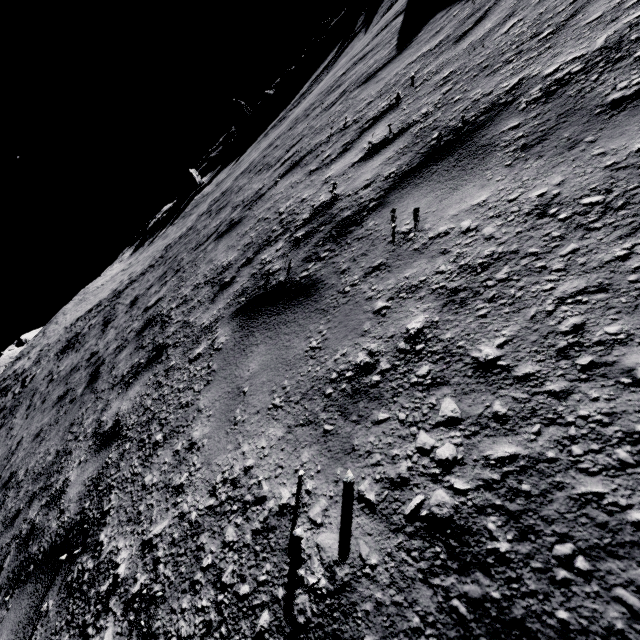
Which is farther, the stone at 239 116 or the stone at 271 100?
the stone at 239 116

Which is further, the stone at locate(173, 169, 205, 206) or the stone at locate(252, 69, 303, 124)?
the stone at locate(173, 169, 205, 206)

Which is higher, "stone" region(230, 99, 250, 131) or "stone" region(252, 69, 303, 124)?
→ "stone" region(230, 99, 250, 131)

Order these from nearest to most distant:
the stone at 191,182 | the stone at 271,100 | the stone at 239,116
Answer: the stone at 271,100
the stone at 191,182
the stone at 239,116

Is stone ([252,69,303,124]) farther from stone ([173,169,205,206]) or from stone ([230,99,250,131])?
stone ([173,169,205,206])

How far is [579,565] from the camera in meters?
0.7 m

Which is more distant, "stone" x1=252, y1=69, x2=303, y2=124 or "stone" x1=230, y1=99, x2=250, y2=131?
"stone" x1=230, y1=99, x2=250, y2=131

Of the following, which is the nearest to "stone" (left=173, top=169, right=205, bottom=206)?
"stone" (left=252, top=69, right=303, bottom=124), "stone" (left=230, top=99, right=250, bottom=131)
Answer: "stone" (left=230, top=99, right=250, bottom=131)
